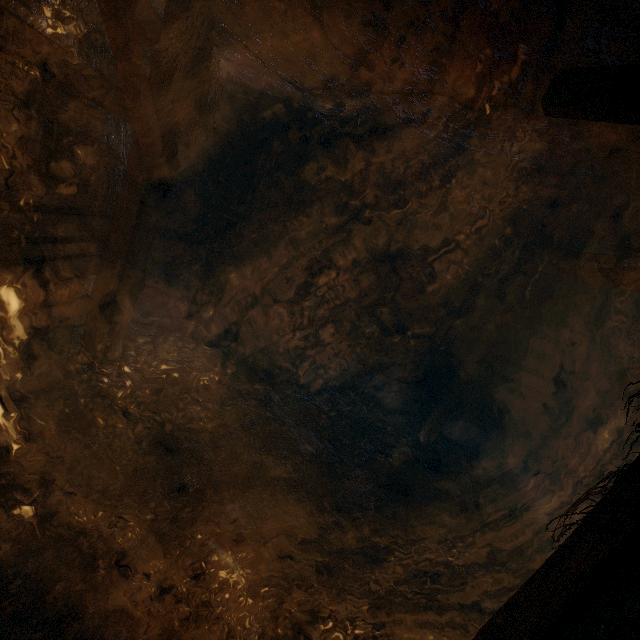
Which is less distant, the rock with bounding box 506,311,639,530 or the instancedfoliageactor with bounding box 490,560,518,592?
the instancedfoliageactor with bounding box 490,560,518,592

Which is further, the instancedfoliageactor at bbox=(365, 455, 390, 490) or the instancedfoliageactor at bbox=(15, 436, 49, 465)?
the instancedfoliageactor at bbox=(365, 455, 390, 490)

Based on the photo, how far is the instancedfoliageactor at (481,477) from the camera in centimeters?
543cm

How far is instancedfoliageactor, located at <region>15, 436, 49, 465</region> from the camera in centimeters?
287cm

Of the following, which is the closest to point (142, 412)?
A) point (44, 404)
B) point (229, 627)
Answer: point (44, 404)

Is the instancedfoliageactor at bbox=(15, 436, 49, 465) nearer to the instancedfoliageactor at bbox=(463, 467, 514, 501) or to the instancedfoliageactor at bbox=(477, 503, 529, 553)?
the instancedfoliageactor at bbox=(477, 503, 529, 553)

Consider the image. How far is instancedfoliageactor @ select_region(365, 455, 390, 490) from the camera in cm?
469

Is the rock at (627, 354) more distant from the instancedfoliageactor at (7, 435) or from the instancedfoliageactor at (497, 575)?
the instancedfoliageactor at (7, 435)
